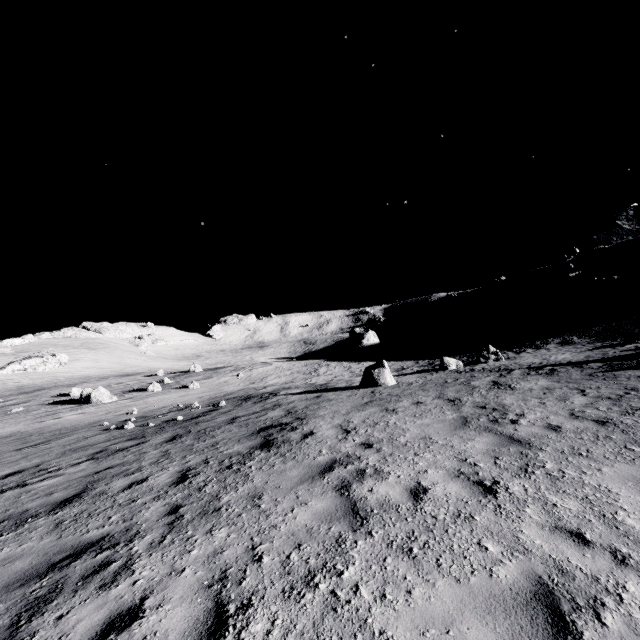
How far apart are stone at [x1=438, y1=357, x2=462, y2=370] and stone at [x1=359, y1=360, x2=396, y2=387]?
4.8m

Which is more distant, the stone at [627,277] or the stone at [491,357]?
the stone at [627,277]

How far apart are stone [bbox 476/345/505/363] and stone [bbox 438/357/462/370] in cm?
153

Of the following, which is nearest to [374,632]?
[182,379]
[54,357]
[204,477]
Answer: [204,477]

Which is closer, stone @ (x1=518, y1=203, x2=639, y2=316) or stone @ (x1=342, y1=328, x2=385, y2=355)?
stone @ (x1=518, y1=203, x2=639, y2=316)

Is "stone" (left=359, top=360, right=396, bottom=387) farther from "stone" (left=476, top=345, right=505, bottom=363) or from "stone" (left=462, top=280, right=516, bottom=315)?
"stone" (left=462, top=280, right=516, bottom=315)

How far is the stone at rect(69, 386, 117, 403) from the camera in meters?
23.9

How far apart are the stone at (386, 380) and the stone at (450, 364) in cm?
476
